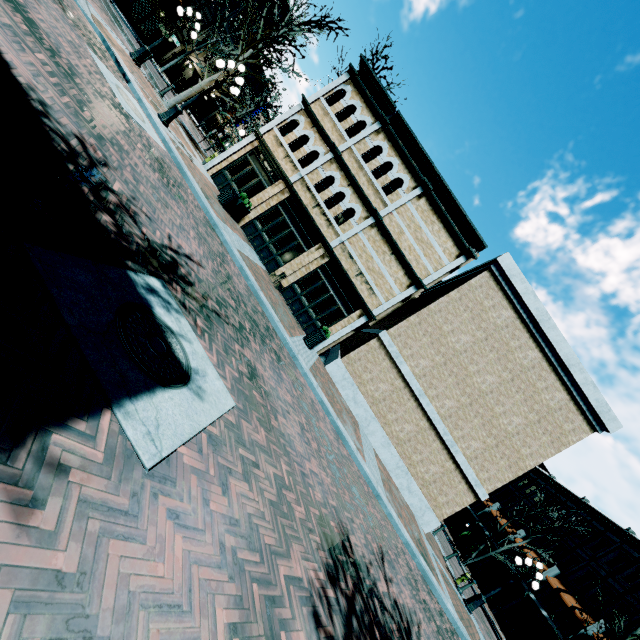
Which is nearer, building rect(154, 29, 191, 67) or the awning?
the awning

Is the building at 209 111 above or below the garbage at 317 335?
above

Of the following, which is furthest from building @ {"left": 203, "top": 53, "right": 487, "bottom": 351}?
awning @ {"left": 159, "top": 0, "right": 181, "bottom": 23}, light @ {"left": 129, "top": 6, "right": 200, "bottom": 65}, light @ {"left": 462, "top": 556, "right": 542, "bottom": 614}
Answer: light @ {"left": 462, "top": 556, "right": 542, "bottom": 614}

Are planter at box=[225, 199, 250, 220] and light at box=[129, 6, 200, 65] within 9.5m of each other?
yes

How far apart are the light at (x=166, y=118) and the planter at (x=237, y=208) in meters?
3.5

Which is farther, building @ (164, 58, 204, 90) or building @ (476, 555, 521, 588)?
building @ (164, 58, 204, 90)

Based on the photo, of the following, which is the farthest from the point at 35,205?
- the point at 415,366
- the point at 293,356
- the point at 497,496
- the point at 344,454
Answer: the point at 497,496

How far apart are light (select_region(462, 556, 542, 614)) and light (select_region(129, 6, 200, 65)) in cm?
2692
